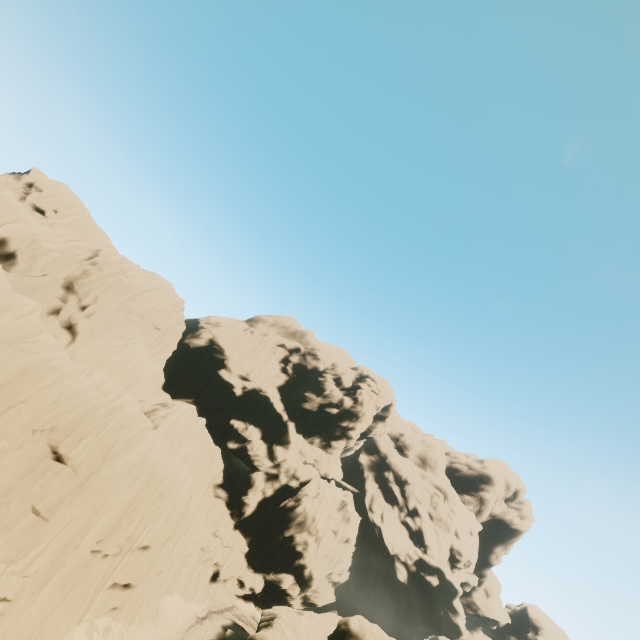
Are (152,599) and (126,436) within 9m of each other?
no
